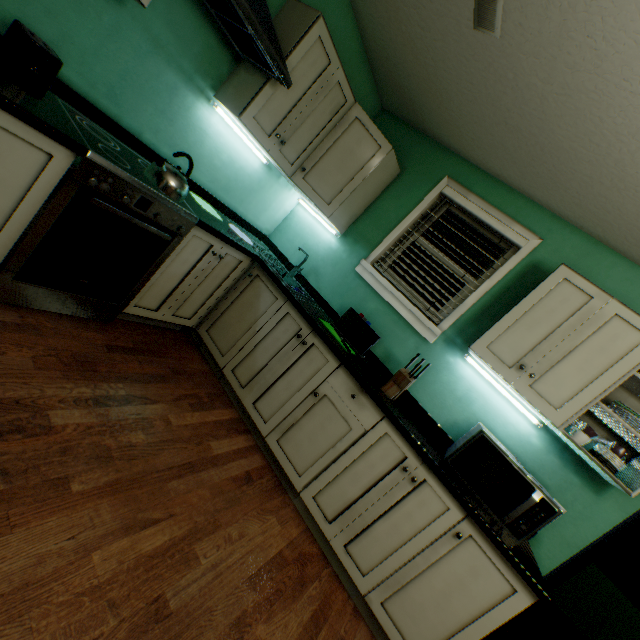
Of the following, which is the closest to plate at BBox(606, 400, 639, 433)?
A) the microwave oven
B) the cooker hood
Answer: the microwave oven

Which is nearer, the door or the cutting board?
the door

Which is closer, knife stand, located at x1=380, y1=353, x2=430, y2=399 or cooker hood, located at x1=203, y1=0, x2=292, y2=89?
cooker hood, located at x1=203, y1=0, x2=292, y2=89

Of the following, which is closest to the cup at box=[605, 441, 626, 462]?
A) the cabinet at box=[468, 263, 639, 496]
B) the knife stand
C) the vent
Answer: the cabinet at box=[468, 263, 639, 496]

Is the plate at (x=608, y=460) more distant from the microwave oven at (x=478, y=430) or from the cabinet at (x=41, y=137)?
the cabinet at (x=41, y=137)

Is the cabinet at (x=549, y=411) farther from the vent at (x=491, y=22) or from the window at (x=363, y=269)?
the vent at (x=491, y=22)

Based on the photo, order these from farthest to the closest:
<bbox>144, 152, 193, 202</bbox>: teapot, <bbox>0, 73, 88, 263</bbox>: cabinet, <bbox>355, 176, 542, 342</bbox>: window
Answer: <bbox>355, 176, 542, 342</bbox>: window, <bbox>144, 152, 193, 202</bbox>: teapot, <bbox>0, 73, 88, 263</bbox>: cabinet

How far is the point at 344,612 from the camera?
1.7 meters
